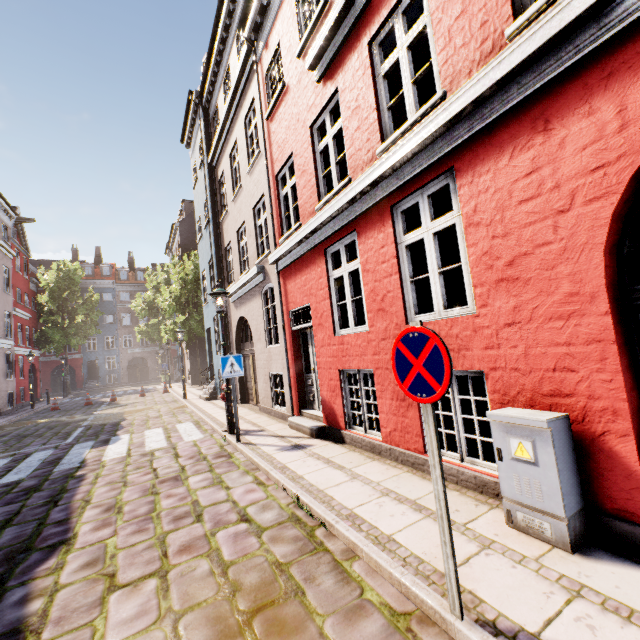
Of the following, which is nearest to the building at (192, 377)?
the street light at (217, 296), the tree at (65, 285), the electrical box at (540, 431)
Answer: the electrical box at (540, 431)

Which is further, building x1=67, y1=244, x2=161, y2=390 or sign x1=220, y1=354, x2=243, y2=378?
building x1=67, y1=244, x2=161, y2=390

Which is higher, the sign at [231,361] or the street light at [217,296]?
the street light at [217,296]

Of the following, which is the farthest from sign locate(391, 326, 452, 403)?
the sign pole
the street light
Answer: the street light

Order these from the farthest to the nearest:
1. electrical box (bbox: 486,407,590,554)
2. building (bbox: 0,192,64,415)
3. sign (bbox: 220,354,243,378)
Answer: building (bbox: 0,192,64,415) → sign (bbox: 220,354,243,378) → electrical box (bbox: 486,407,590,554)

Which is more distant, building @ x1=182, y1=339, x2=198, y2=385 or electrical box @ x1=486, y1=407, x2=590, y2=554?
building @ x1=182, y1=339, x2=198, y2=385

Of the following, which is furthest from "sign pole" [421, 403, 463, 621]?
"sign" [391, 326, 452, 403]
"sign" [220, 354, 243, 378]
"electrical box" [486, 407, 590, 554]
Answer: "sign" [220, 354, 243, 378]

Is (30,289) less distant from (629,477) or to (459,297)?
(459,297)
